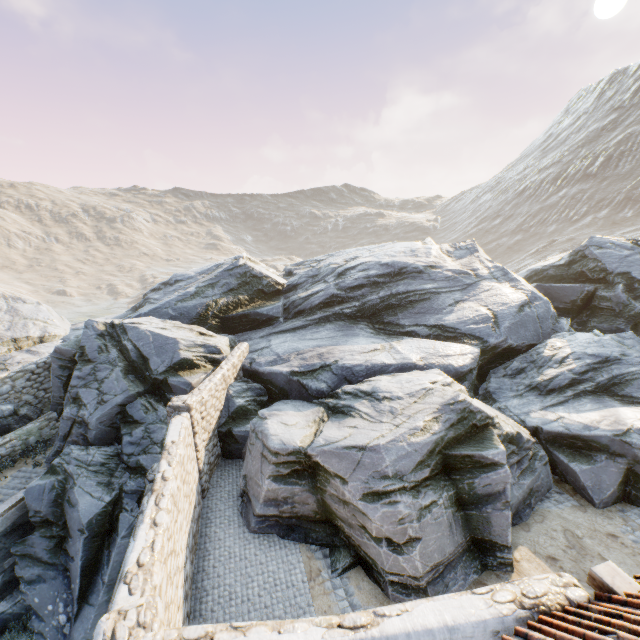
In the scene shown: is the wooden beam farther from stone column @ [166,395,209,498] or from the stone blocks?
stone column @ [166,395,209,498]

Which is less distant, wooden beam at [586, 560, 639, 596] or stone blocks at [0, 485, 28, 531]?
wooden beam at [586, 560, 639, 596]

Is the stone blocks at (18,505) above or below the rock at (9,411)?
below

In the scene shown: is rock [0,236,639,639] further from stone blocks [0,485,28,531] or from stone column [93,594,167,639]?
stone column [93,594,167,639]

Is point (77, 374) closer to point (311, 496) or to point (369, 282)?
point (311, 496)

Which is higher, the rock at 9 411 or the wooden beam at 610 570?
the wooden beam at 610 570

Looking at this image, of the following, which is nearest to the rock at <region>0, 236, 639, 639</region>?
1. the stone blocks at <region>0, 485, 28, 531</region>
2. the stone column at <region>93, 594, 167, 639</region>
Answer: the stone blocks at <region>0, 485, 28, 531</region>

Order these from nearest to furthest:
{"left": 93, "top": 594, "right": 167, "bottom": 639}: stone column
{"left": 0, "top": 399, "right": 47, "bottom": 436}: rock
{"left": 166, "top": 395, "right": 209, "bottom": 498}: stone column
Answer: {"left": 93, "top": 594, "right": 167, "bottom": 639}: stone column → {"left": 166, "top": 395, "right": 209, "bottom": 498}: stone column → {"left": 0, "top": 399, "right": 47, "bottom": 436}: rock
